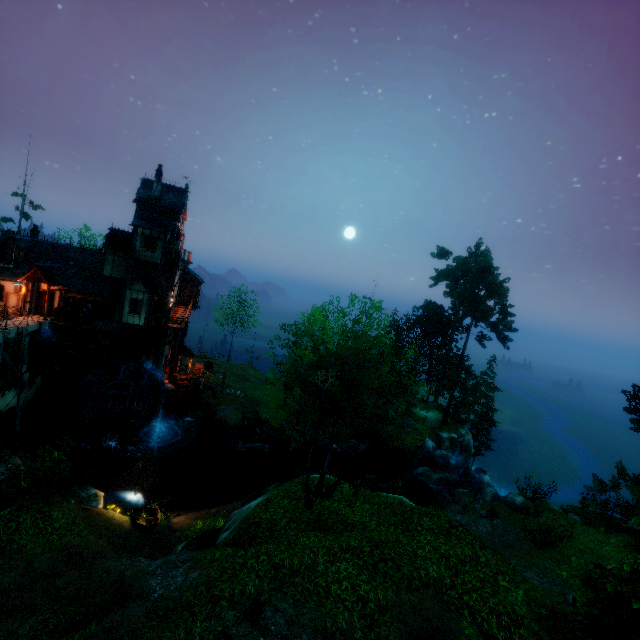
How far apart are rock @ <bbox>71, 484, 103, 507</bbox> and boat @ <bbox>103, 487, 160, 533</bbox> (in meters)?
1.46

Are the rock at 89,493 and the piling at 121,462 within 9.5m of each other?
yes

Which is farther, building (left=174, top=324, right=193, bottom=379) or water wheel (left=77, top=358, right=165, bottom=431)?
building (left=174, top=324, right=193, bottom=379)

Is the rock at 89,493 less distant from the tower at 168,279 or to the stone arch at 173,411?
Result: the stone arch at 173,411

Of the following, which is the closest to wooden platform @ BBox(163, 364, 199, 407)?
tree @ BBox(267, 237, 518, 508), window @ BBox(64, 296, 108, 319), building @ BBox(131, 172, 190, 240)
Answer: building @ BBox(131, 172, 190, 240)

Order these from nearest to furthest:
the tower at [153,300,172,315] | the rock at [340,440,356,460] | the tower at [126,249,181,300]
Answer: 1. the tower at [126,249,181,300]
2. the tower at [153,300,172,315]
3. the rock at [340,440,356,460]

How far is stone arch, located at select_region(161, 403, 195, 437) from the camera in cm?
3083

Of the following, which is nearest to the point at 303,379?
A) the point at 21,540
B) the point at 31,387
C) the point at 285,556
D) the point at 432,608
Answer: the point at 285,556
